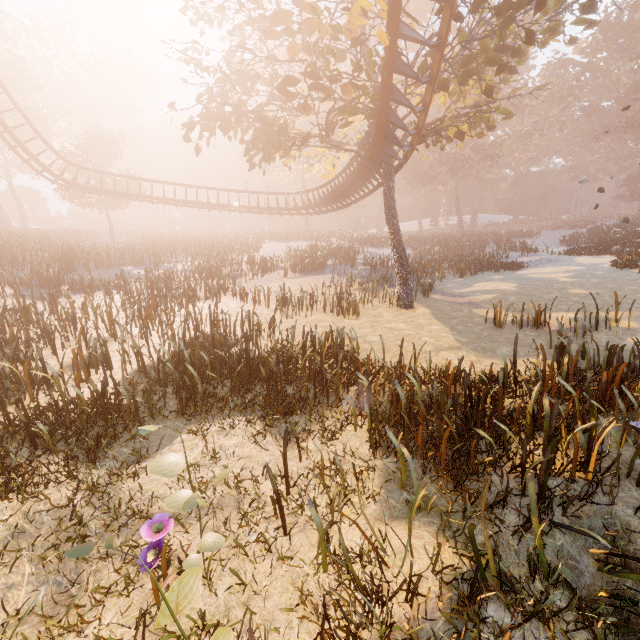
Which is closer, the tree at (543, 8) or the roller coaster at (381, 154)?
the roller coaster at (381, 154)

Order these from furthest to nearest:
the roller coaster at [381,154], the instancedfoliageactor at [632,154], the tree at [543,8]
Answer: the instancedfoliageactor at [632,154]
the tree at [543,8]
the roller coaster at [381,154]

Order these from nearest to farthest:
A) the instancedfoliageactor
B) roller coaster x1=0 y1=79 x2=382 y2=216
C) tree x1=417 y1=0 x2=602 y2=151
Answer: tree x1=417 y1=0 x2=602 y2=151, roller coaster x1=0 y1=79 x2=382 y2=216, the instancedfoliageactor

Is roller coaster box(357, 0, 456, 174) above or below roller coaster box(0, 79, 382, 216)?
above

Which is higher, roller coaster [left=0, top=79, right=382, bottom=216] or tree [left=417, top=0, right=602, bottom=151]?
tree [left=417, top=0, right=602, bottom=151]

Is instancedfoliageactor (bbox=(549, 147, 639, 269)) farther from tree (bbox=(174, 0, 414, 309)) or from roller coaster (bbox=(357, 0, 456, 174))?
roller coaster (bbox=(357, 0, 456, 174))

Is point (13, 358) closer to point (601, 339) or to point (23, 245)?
point (601, 339)

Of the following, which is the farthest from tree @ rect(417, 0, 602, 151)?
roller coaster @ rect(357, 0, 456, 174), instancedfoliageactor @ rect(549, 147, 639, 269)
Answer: instancedfoliageactor @ rect(549, 147, 639, 269)
